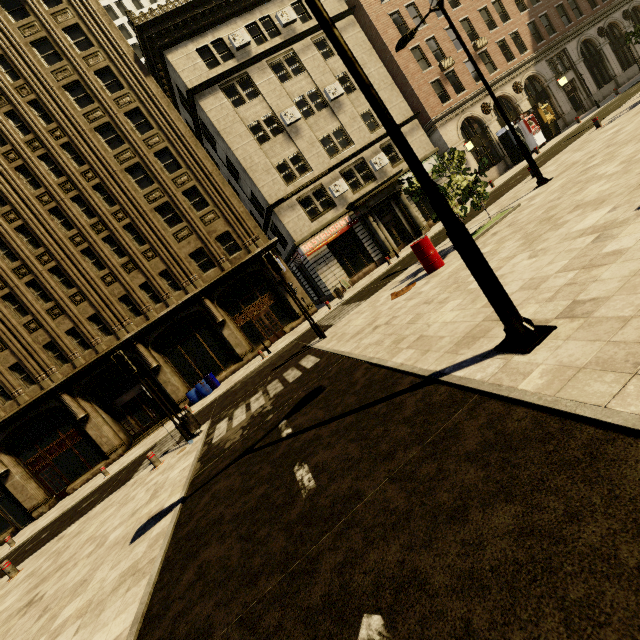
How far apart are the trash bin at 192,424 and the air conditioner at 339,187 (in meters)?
17.98

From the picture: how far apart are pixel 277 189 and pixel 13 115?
16.3 meters

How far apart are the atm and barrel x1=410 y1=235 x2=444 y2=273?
22.8 meters

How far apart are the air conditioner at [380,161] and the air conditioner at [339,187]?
2.7 meters

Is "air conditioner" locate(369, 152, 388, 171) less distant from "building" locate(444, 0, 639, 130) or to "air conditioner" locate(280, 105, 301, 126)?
"building" locate(444, 0, 639, 130)

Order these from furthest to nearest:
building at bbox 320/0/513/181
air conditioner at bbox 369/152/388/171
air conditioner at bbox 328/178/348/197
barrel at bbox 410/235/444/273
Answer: building at bbox 320/0/513/181 < air conditioner at bbox 369/152/388/171 < air conditioner at bbox 328/178/348/197 < barrel at bbox 410/235/444/273

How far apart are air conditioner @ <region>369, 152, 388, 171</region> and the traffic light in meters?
21.3

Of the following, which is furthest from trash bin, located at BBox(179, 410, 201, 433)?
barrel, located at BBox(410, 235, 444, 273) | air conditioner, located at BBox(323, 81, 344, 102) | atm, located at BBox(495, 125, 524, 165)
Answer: atm, located at BBox(495, 125, 524, 165)
